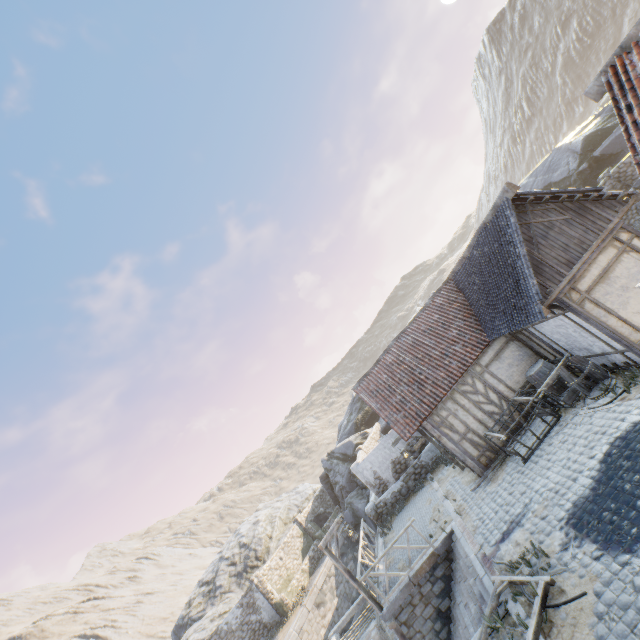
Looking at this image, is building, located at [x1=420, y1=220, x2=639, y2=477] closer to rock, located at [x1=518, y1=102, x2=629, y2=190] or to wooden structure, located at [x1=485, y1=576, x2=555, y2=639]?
rock, located at [x1=518, y1=102, x2=629, y2=190]

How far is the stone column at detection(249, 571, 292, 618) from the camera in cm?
2092

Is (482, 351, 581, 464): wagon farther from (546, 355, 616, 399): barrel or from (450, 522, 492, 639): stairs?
(450, 522, 492, 639): stairs

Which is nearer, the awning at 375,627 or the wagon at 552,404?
the wagon at 552,404

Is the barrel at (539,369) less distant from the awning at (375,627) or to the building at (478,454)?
the building at (478,454)

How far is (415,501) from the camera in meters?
16.5

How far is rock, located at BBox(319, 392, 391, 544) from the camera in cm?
2515

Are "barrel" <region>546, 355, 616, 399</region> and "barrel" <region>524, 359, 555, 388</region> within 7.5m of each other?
yes
